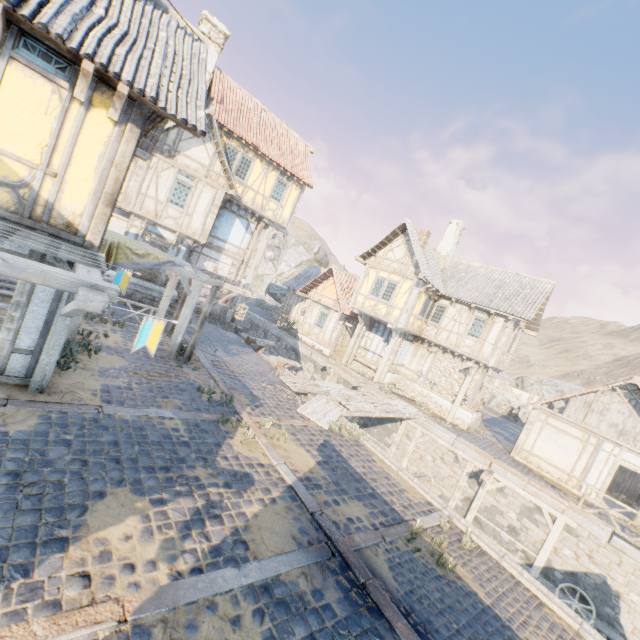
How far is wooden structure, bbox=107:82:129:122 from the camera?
5.4 meters

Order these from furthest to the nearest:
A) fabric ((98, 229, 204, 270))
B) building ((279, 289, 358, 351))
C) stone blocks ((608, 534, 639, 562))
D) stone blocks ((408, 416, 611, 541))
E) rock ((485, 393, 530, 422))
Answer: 1. rock ((485, 393, 530, 422))
2. building ((279, 289, 358, 351))
3. stone blocks ((408, 416, 611, 541))
4. stone blocks ((608, 534, 639, 562))
5. fabric ((98, 229, 204, 270))

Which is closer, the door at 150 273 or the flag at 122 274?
the flag at 122 274

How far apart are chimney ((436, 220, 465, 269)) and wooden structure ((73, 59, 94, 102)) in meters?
20.8 m

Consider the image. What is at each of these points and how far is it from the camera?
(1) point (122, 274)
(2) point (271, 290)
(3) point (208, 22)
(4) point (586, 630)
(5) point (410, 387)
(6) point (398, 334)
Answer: (1) flag, 6.76m
(2) fabric, 33.59m
(3) chimney, 16.45m
(4) stone gutter, 6.09m
(5) stone foundation, 21.19m
(6) wooden structure, 20.03m

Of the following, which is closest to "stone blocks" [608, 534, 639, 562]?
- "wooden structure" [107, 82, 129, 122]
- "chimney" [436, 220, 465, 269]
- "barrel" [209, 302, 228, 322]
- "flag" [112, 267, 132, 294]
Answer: "flag" [112, 267, 132, 294]

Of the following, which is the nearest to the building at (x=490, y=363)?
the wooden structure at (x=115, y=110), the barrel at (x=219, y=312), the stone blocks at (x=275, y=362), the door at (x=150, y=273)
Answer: the stone blocks at (x=275, y=362)

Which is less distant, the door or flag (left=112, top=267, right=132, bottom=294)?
flag (left=112, top=267, right=132, bottom=294)
